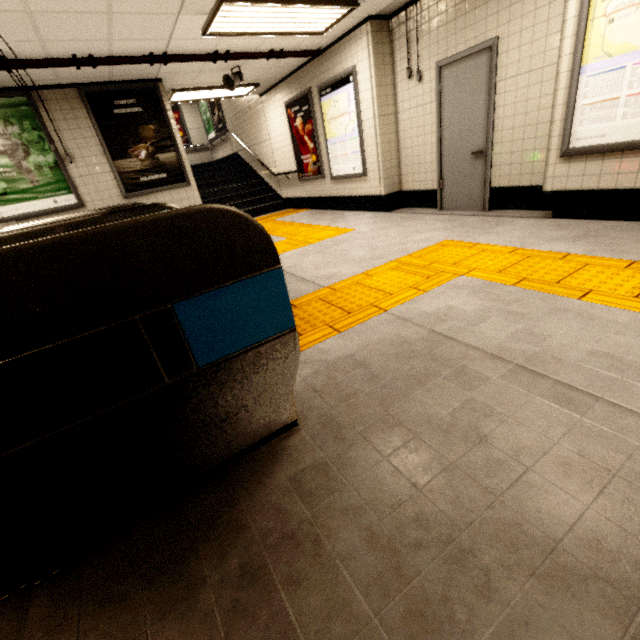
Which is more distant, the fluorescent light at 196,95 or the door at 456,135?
the fluorescent light at 196,95

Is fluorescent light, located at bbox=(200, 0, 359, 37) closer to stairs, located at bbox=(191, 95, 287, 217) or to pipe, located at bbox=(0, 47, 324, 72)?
pipe, located at bbox=(0, 47, 324, 72)

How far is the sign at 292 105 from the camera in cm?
707

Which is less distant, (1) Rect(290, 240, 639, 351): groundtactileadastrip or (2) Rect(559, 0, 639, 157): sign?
(1) Rect(290, 240, 639, 351): groundtactileadastrip

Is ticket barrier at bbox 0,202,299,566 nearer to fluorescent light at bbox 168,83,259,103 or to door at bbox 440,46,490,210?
door at bbox 440,46,490,210

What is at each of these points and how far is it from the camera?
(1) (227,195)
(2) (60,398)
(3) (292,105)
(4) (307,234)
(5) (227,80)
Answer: (1) stairs, 9.9m
(2) ticket barrier, 1.0m
(3) sign, 7.5m
(4) groundtactileadastrip, 5.8m
(5) loudspeaker, 6.1m

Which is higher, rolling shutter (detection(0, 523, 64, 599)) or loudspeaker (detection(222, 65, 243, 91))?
loudspeaker (detection(222, 65, 243, 91))

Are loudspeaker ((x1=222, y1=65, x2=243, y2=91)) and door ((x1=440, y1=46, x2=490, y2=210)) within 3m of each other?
no
